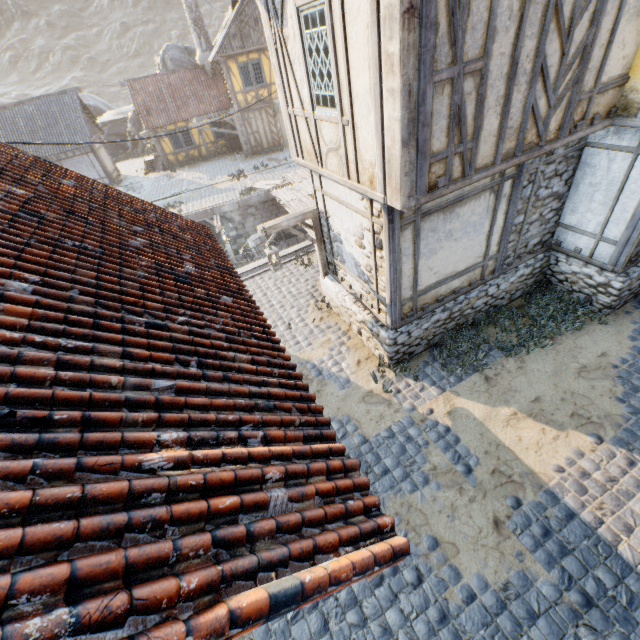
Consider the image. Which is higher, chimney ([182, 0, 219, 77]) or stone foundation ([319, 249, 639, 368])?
chimney ([182, 0, 219, 77])

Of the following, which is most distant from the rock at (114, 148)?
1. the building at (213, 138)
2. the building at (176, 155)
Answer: the building at (213, 138)

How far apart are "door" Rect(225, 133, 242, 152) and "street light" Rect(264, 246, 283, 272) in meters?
21.6

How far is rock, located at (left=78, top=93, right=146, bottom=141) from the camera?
31.2m

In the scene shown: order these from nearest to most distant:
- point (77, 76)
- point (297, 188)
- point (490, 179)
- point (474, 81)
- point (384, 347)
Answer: point (474, 81) → point (490, 179) → point (384, 347) → point (297, 188) → point (77, 76)

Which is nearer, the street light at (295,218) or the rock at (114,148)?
the street light at (295,218)

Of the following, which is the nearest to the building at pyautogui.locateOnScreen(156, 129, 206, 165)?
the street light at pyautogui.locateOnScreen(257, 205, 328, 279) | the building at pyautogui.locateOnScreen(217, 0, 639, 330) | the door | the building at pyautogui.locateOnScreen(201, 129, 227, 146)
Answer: the building at pyautogui.locateOnScreen(201, 129, 227, 146)
